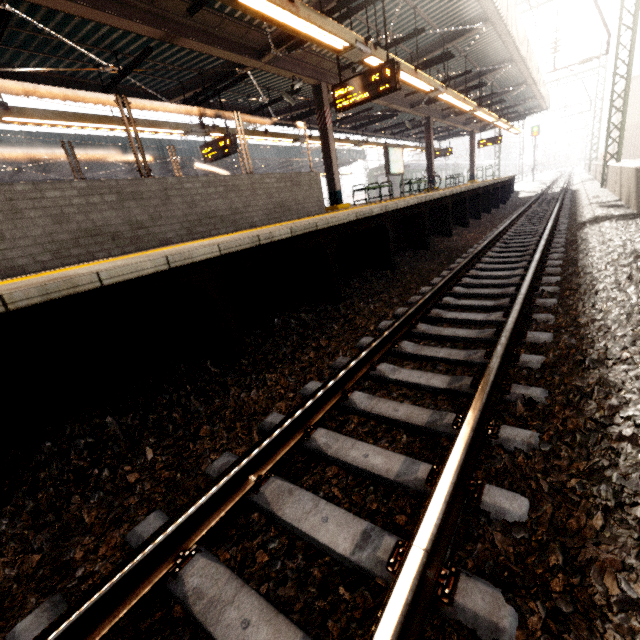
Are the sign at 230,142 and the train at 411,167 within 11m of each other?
no

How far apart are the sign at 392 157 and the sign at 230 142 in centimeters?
641cm

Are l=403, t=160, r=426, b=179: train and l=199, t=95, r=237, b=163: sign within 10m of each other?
no

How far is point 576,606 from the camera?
1.1 meters

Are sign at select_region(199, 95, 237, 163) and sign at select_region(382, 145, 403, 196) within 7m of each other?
yes

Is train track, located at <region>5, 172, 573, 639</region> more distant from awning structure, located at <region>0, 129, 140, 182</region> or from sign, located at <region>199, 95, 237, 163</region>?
awning structure, located at <region>0, 129, 140, 182</region>

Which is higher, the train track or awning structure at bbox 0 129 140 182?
awning structure at bbox 0 129 140 182

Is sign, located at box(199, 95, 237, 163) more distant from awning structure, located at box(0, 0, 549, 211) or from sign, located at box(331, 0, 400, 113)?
sign, located at box(331, 0, 400, 113)
